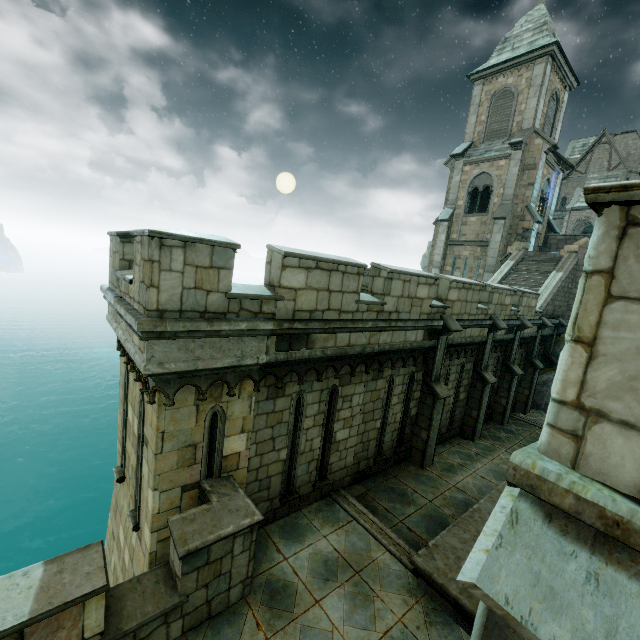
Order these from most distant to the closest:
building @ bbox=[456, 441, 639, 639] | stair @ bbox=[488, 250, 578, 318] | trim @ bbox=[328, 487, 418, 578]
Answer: stair @ bbox=[488, 250, 578, 318]
trim @ bbox=[328, 487, 418, 578]
building @ bbox=[456, 441, 639, 639]

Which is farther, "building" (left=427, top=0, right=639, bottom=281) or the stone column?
"building" (left=427, top=0, right=639, bottom=281)

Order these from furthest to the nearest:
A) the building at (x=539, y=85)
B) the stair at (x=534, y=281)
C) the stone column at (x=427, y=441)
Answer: the building at (x=539, y=85) < the stair at (x=534, y=281) < the stone column at (x=427, y=441)

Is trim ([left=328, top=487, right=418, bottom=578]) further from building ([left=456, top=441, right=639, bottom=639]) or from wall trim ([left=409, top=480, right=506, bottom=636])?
building ([left=456, top=441, right=639, bottom=639])

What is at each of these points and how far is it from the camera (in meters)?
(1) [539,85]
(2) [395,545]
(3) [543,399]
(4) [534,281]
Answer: (1) building, 21.23
(2) trim, 6.95
(3) rock, 17.44
(4) stair, 18.23

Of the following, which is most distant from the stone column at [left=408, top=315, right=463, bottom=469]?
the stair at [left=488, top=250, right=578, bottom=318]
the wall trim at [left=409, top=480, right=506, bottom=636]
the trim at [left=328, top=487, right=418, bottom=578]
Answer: the stair at [left=488, top=250, right=578, bottom=318]

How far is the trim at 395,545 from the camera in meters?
6.7 m

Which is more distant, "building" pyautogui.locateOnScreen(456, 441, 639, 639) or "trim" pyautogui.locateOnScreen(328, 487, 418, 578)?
"trim" pyautogui.locateOnScreen(328, 487, 418, 578)
